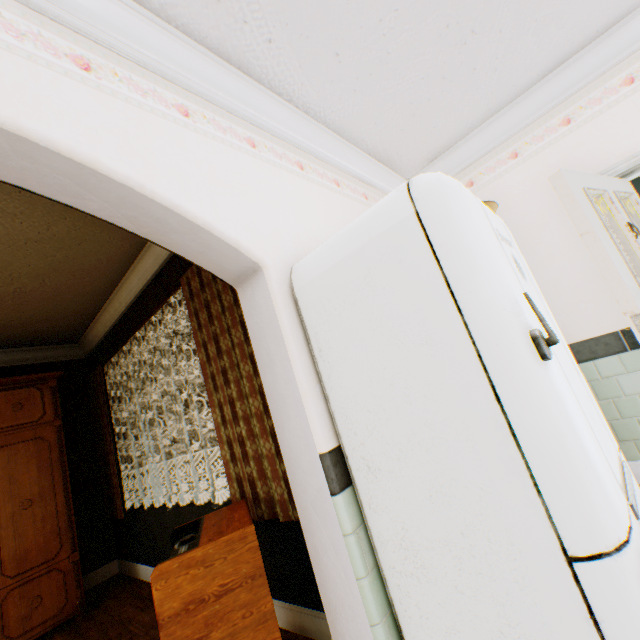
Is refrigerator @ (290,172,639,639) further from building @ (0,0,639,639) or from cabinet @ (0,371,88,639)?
cabinet @ (0,371,88,639)

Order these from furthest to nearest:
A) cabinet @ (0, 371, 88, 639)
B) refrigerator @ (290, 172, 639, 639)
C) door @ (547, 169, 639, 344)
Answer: cabinet @ (0, 371, 88, 639)
door @ (547, 169, 639, 344)
refrigerator @ (290, 172, 639, 639)

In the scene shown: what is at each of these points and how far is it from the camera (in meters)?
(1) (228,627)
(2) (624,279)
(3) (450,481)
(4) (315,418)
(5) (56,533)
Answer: (1) dehumidifier, 1.37
(2) door, 1.78
(3) refrigerator, 1.10
(4) building, 1.40
(5) cabinet, 3.36

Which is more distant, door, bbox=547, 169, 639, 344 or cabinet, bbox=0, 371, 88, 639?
cabinet, bbox=0, 371, 88, 639

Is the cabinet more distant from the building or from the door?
the door

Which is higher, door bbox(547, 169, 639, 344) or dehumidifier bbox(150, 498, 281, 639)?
door bbox(547, 169, 639, 344)

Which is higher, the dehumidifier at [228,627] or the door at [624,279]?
the door at [624,279]

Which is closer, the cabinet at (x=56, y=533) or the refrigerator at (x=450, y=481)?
the refrigerator at (x=450, y=481)
